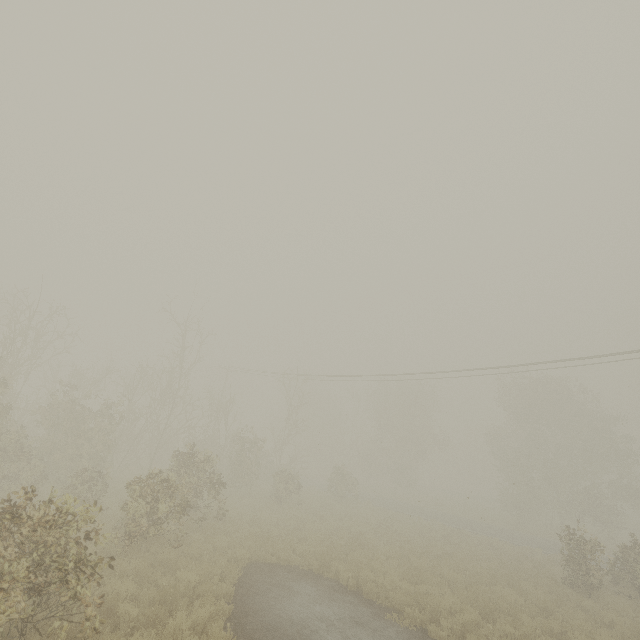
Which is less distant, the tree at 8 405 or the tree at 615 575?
the tree at 8 405

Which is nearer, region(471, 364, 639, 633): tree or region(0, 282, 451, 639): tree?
region(0, 282, 451, 639): tree

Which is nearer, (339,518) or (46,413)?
(46,413)
